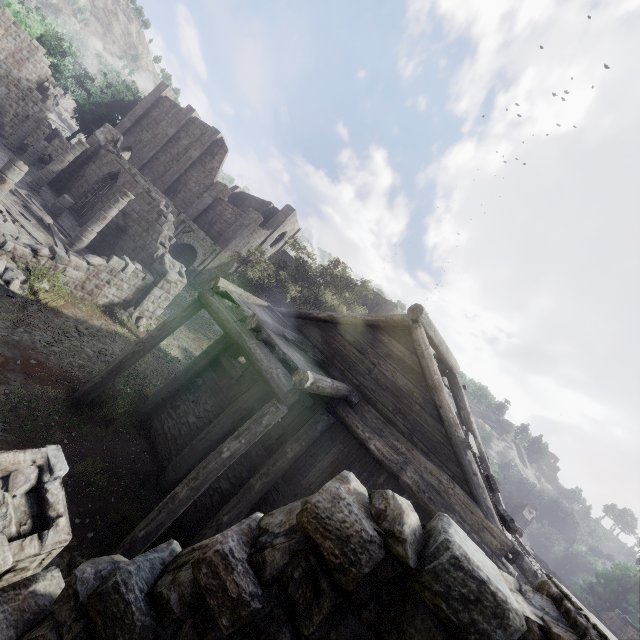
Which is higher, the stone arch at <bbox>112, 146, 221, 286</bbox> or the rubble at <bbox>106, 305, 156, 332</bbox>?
the stone arch at <bbox>112, 146, 221, 286</bbox>

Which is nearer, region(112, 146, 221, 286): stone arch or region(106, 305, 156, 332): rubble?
region(106, 305, 156, 332): rubble

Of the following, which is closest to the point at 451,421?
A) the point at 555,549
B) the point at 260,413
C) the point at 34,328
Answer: the point at 260,413

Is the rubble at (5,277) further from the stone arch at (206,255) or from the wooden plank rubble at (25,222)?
the stone arch at (206,255)

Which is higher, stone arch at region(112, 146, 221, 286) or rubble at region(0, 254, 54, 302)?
stone arch at region(112, 146, 221, 286)

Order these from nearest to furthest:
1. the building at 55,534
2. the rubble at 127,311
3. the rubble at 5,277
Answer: the building at 55,534 → the rubble at 5,277 → the rubble at 127,311

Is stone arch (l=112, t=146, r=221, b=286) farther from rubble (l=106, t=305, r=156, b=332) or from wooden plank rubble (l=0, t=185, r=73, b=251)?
rubble (l=106, t=305, r=156, b=332)

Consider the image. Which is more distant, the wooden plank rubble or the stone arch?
the stone arch
